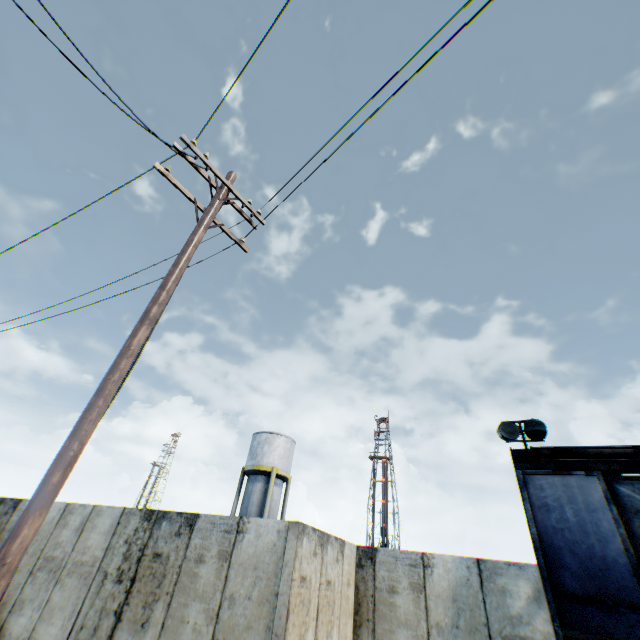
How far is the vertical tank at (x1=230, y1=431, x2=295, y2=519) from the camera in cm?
2584

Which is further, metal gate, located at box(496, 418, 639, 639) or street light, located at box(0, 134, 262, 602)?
metal gate, located at box(496, 418, 639, 639)

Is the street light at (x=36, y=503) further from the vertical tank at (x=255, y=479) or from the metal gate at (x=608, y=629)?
the vertical tank at (x=255, y=479)

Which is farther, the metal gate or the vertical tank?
the vertical tank

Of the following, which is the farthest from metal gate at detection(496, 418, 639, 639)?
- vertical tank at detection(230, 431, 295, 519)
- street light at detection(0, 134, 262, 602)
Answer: vertical tank at detection(230, 431, 295, 519)

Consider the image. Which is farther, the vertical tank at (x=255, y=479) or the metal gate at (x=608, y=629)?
the vertical tank at (x=255, y=479)

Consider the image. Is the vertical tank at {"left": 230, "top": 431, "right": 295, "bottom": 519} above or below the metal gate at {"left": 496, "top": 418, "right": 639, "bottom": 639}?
above

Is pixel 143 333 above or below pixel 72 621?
above
